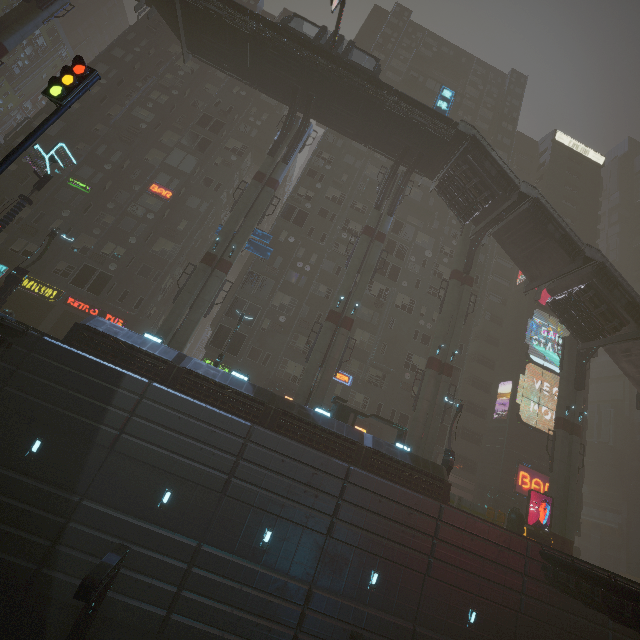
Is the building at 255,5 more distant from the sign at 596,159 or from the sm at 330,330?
the sm at 330,330

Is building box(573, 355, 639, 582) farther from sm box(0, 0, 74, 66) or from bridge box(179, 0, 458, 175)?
sm box(0, 0, 74, 66)

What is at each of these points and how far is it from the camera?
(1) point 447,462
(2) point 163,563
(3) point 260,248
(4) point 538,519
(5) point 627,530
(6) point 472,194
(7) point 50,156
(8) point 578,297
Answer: (1) street light, 21.6 meters
(2) building, 15.1 meters
(3) sign, 27.3 meters
(4) building, 30.9 meters
(5) building, 45.7 meters
(6) bridge, 26.7 meters
(7) street sign, 20.3 meters
(8) bridge, 25.9 meters

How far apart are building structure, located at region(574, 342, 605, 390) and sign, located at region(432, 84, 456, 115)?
23.5 meters

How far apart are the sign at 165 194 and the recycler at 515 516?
39.2m

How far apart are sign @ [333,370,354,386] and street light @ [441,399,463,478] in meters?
10.3 m

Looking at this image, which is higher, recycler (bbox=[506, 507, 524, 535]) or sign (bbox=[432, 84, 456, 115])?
sign (bbox=[432, 84, 456, 115])

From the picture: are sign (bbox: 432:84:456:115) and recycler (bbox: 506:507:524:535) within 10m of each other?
no
